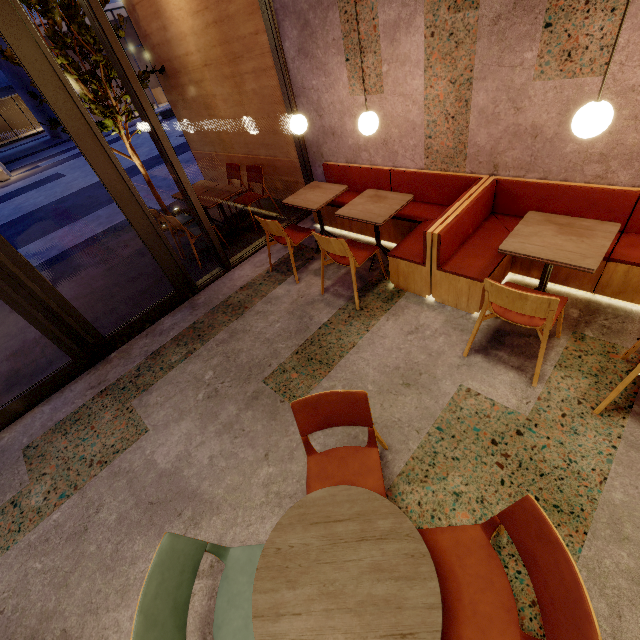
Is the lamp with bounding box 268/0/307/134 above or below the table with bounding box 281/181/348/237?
above

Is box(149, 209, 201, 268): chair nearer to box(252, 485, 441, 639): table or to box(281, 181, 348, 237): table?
box(281, 181, 348, 237): table

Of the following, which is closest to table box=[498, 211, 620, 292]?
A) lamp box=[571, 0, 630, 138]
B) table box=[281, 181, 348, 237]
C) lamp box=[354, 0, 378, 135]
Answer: lamp box=[571, 0, 630, 138]

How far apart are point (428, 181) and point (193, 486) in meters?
4.0

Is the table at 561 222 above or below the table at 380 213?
below

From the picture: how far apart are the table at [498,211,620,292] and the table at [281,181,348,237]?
2.1m

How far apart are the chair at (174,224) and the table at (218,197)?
0.3 meters

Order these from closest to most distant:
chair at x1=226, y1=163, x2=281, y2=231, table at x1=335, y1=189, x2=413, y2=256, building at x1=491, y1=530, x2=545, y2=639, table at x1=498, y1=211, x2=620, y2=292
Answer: building at x1=491, y1=530, x2=545, y2=639 < table at x1=498, y1=211, x2=620, y2=292 < table at x1=335, y1=189, x2=413, y2=256 < chair at x1=226, y1=163, x2=281, y2=231
